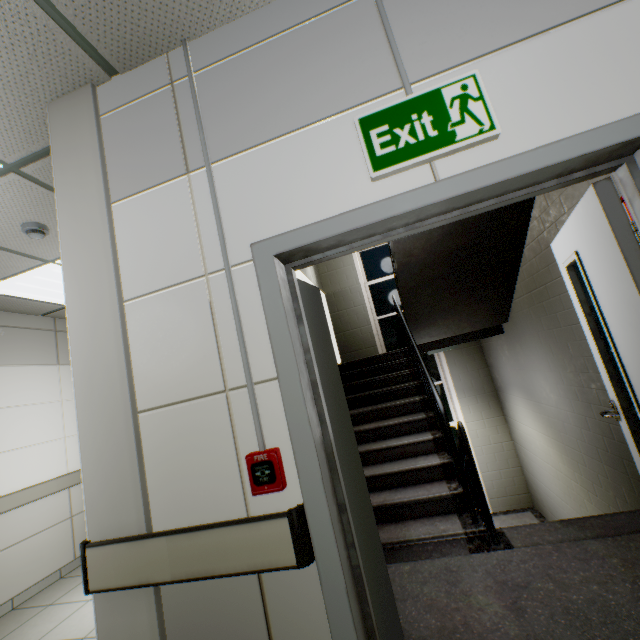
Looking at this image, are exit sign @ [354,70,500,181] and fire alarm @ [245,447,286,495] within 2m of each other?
yes

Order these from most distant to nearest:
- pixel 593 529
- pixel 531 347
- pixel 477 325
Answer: pixel 477 325 < pixel 531 347 < pixel 593 529

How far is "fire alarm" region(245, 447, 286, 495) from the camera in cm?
116

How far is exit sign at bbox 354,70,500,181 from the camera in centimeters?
117cm

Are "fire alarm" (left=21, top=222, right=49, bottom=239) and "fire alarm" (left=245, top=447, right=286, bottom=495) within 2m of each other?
no

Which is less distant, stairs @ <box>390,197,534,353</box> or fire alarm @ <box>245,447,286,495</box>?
fire alarm @ <box>245,447,286,495</box>

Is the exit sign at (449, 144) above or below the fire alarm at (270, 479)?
above

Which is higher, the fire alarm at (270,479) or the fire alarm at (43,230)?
the fire alarm at (43,230)
